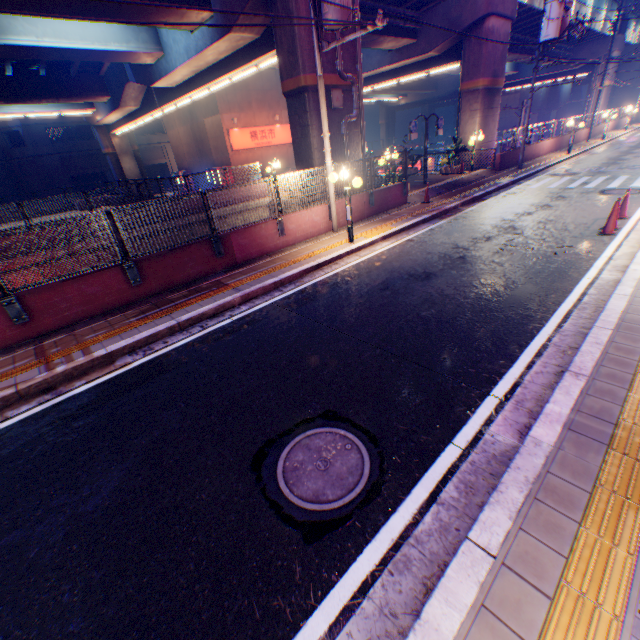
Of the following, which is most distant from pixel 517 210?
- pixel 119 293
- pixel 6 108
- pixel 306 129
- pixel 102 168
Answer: pixel 102 168

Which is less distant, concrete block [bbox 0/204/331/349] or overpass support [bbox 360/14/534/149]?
concrete block [bbox 0/204/331/349]

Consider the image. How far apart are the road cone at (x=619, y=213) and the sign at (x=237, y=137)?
26.0m

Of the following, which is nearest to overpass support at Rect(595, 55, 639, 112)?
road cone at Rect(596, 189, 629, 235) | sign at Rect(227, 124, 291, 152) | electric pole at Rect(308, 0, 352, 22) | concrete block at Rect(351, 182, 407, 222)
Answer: concrete block at Rect(351, 182, 407, 222)

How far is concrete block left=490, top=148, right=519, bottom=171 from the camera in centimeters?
1977cm

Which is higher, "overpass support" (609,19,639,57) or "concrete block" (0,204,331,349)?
"overpass support" (609,19,639,57)

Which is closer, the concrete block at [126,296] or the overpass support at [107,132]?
the concrete block at [126,296]
